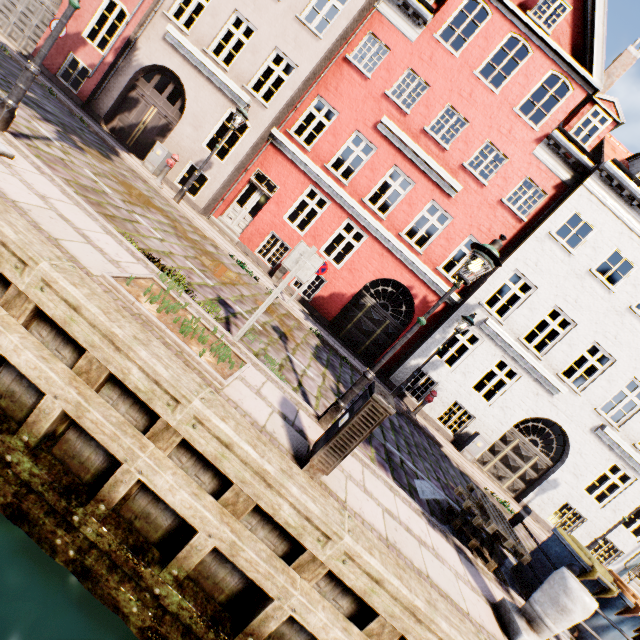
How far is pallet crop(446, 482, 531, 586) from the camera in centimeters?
525cm

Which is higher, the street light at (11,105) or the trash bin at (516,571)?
the street light at (11,105)

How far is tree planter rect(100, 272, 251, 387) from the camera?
3.8 meters

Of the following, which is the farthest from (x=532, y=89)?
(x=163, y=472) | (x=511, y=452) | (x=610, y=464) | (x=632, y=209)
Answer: (x=163, y=472)

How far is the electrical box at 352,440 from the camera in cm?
344

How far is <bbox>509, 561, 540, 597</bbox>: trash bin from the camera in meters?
5.8 m

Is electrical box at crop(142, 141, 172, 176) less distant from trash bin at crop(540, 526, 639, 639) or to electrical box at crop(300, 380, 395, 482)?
electrical box at crop(300, 380, 395, 482)

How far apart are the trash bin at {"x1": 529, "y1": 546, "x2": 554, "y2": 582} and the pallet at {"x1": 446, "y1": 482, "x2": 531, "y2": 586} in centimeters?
66cm
